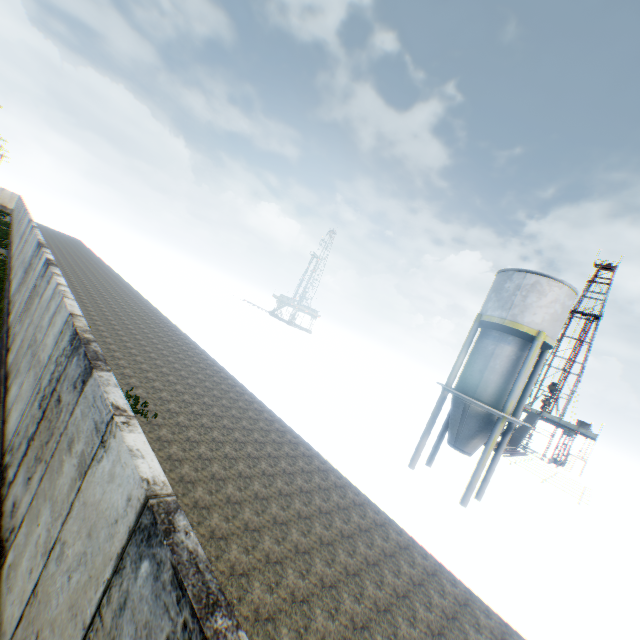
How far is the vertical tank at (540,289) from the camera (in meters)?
16.58

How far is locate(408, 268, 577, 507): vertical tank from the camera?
16.6m

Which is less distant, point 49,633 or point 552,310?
point 49,633
